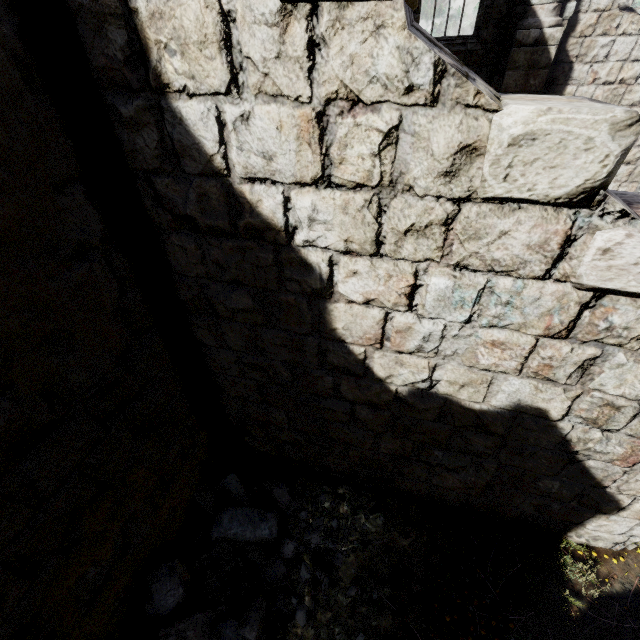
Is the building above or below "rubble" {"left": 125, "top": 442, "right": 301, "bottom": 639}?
Answer: above

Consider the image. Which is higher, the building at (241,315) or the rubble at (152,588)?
the building at (241,315)

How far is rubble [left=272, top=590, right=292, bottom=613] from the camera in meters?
3.9

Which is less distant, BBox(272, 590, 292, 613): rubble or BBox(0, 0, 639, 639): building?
BBox(0, 0, 639, 639): building

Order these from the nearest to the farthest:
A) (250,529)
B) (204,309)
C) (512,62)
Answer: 1. (204,309)
2. (250,529)
3. (512,62)

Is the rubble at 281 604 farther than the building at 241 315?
Yes
